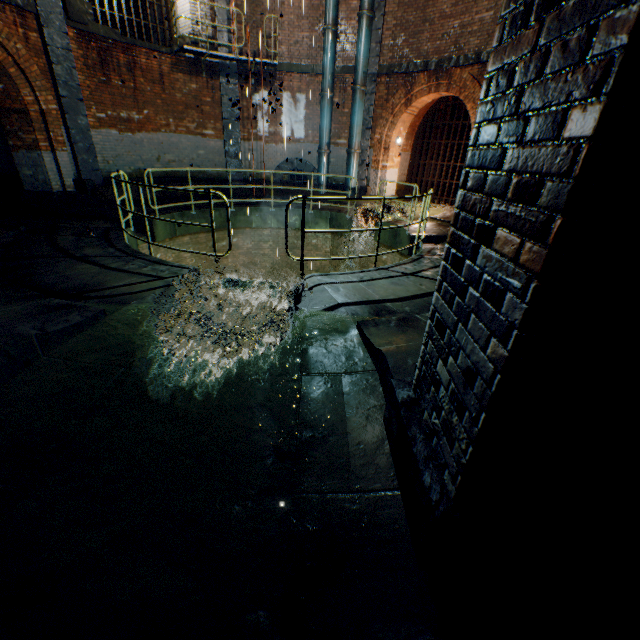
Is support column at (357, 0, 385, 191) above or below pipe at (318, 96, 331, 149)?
above

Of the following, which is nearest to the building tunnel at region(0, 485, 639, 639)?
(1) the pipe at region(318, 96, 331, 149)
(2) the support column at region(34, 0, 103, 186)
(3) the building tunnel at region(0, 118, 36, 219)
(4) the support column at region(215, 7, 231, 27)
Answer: (4) the support column at region(215, 7, 231, 27)

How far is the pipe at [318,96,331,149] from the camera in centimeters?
1274cm

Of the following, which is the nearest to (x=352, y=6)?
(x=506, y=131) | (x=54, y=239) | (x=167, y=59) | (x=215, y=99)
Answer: (x=215, y=99)

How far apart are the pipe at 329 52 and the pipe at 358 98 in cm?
79

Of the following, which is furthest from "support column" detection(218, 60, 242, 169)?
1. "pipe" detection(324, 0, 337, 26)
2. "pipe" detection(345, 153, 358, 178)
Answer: "pipe" detection(345, 153, 358, 178)

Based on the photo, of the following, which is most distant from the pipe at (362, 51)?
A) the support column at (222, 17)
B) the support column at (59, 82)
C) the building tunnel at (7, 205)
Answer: the building tunnel at (7, 205)

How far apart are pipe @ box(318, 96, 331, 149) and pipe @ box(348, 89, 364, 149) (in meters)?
0.79
